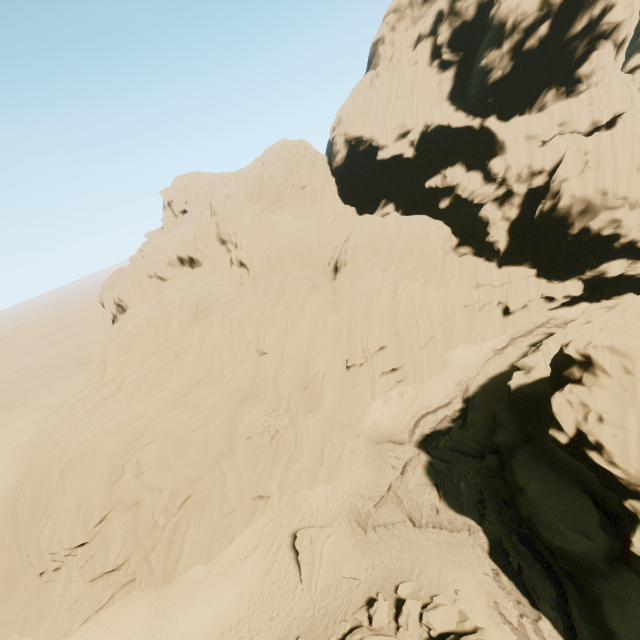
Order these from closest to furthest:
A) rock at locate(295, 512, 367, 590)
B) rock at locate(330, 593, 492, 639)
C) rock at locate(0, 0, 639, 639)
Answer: rock at locate(330, 593, 492, 639)
rock at locate(0, 0, 639, 639)
rock at locate(295, 512, 367, 590)

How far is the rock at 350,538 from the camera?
19.59m

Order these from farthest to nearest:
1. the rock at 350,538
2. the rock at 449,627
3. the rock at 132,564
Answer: the rock at 350,538 → the rock at 132,564 → the rock at 449,627

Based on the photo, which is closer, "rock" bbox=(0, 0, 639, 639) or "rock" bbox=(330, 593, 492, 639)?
"rock" bbox=(330, 593, 492, 639)

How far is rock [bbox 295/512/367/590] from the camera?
19.59m

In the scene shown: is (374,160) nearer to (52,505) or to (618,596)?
(618,596)
